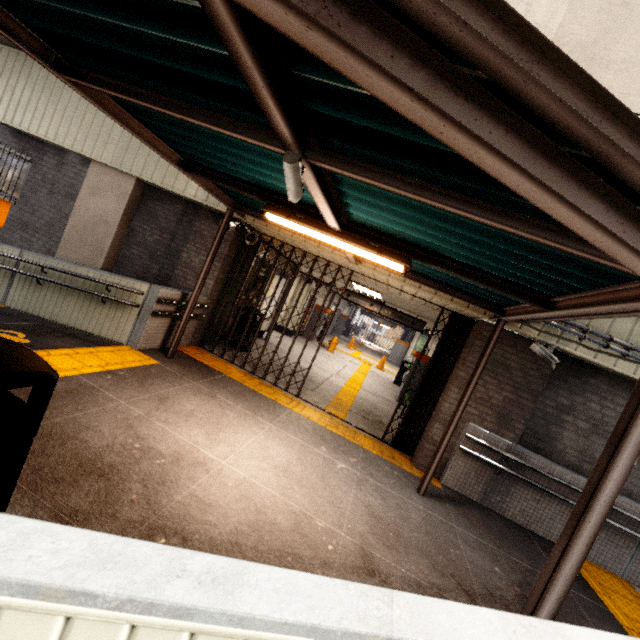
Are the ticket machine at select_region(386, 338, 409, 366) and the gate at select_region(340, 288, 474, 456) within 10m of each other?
no

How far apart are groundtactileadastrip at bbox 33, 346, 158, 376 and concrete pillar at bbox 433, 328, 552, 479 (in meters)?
4.98

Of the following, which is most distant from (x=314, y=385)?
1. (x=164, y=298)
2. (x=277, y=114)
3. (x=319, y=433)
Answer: (x=277, y=114)

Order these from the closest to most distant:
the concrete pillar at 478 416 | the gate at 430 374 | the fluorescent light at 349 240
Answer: the fluorescent light at 349 240
the concrete pillar at 478 416
the gate at 430 374

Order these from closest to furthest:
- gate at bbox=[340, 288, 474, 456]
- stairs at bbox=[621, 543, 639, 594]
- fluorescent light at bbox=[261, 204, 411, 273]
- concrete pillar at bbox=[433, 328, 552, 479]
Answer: fluorescent light at bbox=[261, 204, 411, 273]
stairs at bbox=[621, 543, 639, 594]
concrete pillar at bbox=[433, 328, 552, 479]
gate at bbox=[340, 288, 474, 456]

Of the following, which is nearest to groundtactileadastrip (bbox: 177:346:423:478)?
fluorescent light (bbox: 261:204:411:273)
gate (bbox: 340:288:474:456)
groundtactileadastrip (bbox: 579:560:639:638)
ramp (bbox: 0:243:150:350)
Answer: gate (bbox: 340:288:474:456)

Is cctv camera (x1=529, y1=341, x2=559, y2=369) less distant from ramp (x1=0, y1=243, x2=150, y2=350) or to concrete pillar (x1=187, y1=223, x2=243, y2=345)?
concrete pillar (x1=187, y1=223, x2=243, y2=345)

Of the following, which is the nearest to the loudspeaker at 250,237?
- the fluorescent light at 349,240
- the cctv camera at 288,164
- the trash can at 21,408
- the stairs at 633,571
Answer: the fluorescent light at 349,240
